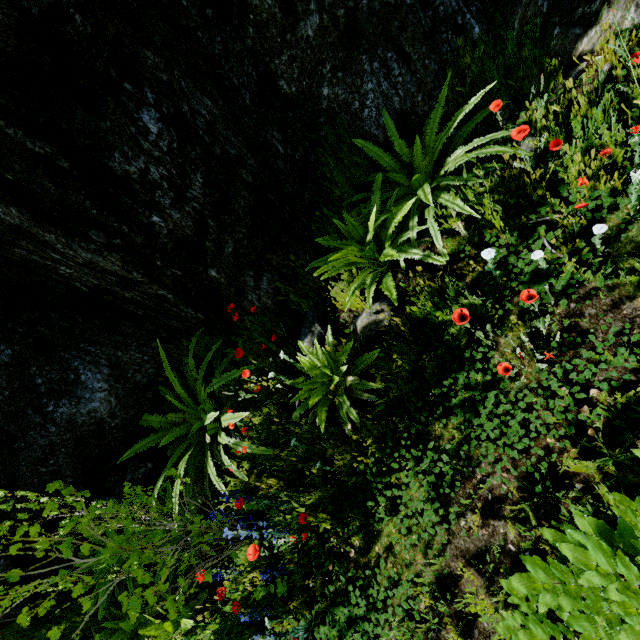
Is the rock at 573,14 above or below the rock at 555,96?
above

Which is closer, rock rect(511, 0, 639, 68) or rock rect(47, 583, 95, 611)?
rock rect(511, 0, 639, 68)

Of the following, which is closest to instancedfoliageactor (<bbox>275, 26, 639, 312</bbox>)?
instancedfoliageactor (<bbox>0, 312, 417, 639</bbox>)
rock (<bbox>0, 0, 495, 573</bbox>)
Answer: rock (<bbox>0, 0, 495, 573</bbox>)

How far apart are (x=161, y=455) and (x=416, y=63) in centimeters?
495cm

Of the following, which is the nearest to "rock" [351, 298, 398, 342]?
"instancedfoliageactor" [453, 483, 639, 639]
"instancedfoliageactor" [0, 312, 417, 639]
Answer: "instancedfoliageactor" [0, 312, 417, 639]

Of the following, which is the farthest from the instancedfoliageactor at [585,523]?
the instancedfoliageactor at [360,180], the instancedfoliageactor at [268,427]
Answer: the instancedfoliageactor at [268,427]
